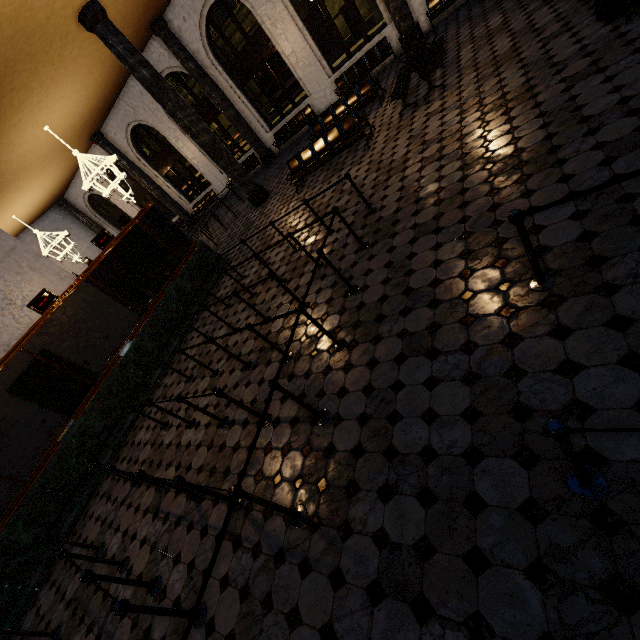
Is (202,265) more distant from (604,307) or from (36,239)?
(36,239)
